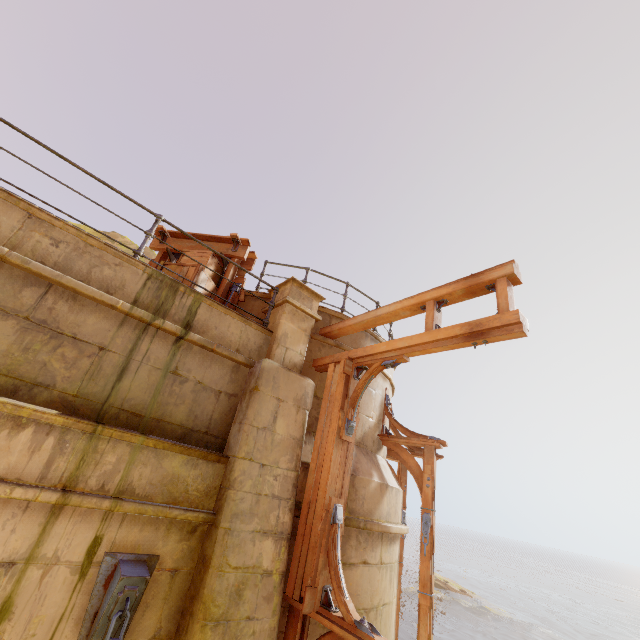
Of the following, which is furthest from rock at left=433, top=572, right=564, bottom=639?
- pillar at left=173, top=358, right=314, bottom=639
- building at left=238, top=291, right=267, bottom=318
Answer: pillar at left=173, top=358, right=314, bottom=639

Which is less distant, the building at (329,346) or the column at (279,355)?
the building at (329,346)

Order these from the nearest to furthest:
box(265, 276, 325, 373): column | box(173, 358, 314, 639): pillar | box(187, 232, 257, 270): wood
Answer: box(173, 358, 314, 639): pillar, box(265, 276, 325, 373): column, box(187, 232, 257, 270): wood

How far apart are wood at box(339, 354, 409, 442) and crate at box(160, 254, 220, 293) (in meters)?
2.81

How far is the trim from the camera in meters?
4.2 m

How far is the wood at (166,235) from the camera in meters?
6.9 m

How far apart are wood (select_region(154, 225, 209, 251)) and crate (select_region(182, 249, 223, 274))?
0.02m

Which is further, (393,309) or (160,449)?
(393,309)
